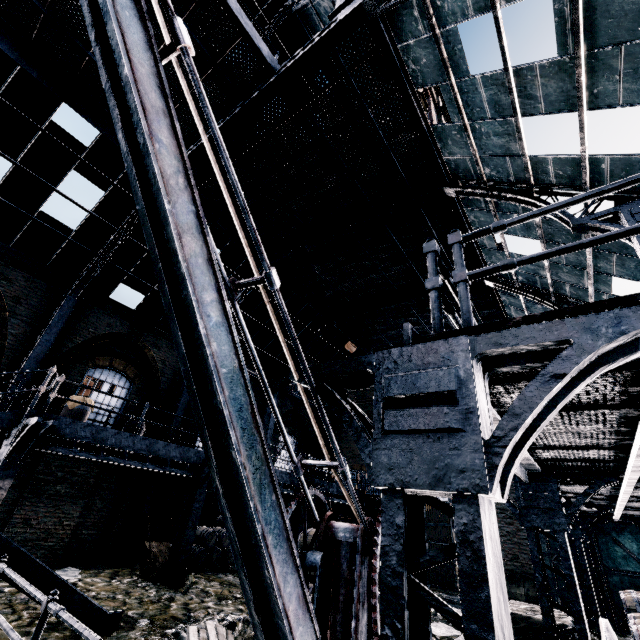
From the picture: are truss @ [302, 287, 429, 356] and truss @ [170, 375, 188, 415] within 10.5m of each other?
yes

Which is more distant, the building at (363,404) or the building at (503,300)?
the building at (363,404)

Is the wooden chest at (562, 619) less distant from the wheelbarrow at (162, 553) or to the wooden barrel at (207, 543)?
the wheelbarrow at (162, 553)

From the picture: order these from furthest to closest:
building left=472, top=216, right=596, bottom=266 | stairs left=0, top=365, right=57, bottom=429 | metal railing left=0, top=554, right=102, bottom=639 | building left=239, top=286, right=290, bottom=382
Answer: building left=239, top=286, right=290, bottom=382 < building left=472, top=216, right=596, bottom=266 < stairs left=0, top=365, right=57, bottom=429 < metal railing left=0, top=554, right=102, bottom=639

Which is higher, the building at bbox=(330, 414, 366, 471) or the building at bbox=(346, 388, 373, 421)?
the building at bbox=(346, 388, 373, 421)

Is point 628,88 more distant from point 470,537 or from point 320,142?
point 470,537

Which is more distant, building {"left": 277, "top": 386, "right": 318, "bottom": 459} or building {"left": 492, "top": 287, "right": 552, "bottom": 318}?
building {"left": 277, "top": 386, "right": 318, "bottom": 459}

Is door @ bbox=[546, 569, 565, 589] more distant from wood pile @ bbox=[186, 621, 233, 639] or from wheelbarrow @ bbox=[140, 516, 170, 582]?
wheelbarrow @ bbox=[140, 516, 170, 582]
